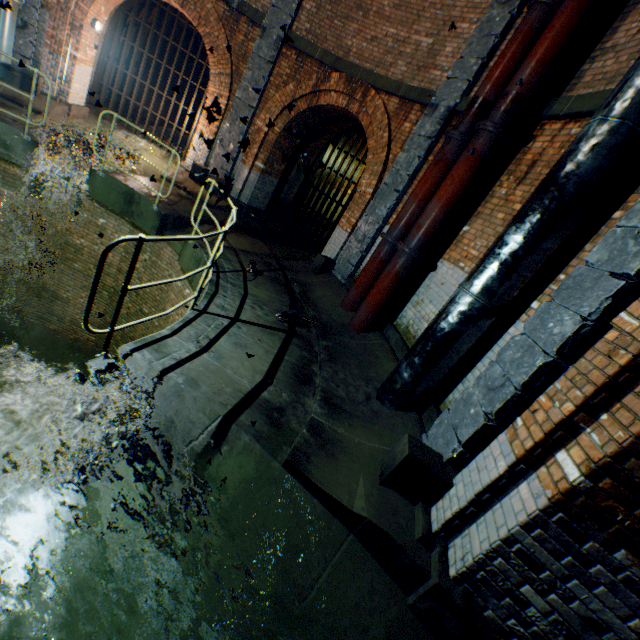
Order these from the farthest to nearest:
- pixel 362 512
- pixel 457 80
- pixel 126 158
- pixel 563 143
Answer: pixel 126 158 < pixel 457 80 < pixel 563 143 < pixel 362 512

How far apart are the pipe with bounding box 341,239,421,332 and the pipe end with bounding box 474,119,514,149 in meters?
2.1

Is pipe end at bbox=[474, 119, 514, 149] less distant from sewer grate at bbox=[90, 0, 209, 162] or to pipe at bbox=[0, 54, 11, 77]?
sewer grate at bbox=[90, 0, 209, 162]

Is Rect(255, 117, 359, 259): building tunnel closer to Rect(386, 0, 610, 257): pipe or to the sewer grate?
the sewer grate

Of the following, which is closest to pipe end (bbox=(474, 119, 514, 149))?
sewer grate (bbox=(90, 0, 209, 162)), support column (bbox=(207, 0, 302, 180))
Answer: support column (bbox=(207, 0, 302, 180))

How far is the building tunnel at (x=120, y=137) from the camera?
10.8 meters

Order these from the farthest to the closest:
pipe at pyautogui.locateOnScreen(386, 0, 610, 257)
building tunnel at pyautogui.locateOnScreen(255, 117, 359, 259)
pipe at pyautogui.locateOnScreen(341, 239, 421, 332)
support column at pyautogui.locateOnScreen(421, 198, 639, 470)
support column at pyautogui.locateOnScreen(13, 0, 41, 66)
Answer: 1. building tunnel at pyautogui.locateOnScreen(255, 117, 359, 259)
2. support column at pyautogui.locateOnScreen(13, 0, 41, 66)
3. pipe at pyautogui.locateOnScreen(341, 239, 421, 332)
4. pipe at pyautogui.locateOnScreen(386, 0, 610, 257)
5. support column at pyautogui.locateOnScreen(421, 198, 639, 470)

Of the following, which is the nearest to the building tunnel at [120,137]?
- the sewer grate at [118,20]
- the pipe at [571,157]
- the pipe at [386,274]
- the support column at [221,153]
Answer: the sewer grate at [118,20]
